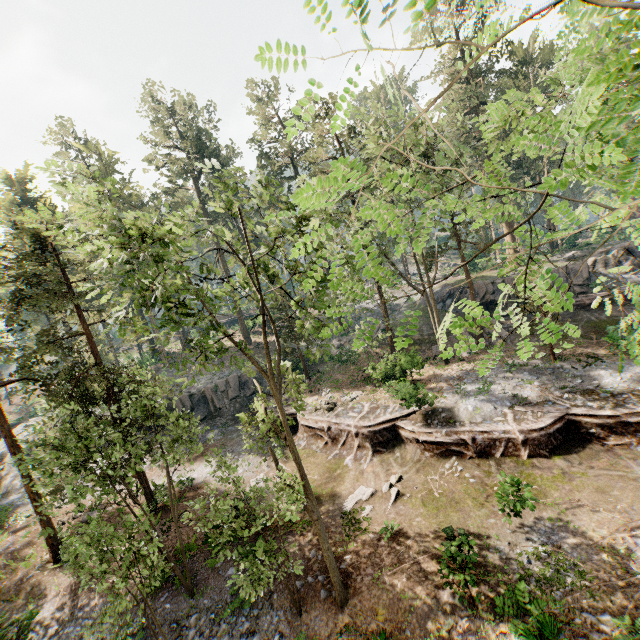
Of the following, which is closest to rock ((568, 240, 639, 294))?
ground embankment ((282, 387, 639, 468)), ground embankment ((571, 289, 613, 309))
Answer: ground embankment ((571, 289, 613, 309))

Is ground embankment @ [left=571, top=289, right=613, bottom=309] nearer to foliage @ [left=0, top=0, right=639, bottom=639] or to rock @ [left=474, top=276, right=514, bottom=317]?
rock @ [left=474, top=276, right=514, bottom=317]

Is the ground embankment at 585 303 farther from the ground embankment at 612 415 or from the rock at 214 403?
the rock at 214 403

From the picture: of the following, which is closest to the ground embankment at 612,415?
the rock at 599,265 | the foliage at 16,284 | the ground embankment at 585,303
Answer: the foliage at 16,284

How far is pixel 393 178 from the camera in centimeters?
289cm

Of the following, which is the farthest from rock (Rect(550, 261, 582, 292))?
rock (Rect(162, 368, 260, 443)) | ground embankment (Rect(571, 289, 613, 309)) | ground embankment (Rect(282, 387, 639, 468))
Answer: rock (Rect(162, 368, 260, 443))

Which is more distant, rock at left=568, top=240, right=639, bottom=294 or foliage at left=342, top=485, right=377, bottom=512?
rock at left=568, top=240, right=639, bottom=294

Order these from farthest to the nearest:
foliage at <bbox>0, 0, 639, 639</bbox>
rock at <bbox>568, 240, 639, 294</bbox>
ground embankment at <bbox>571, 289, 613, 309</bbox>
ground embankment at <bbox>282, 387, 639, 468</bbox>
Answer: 1. rock at <bbox>568, 240, 639, 294</bbox>
2. ground embankment at <bbox>571, 289, 613, 309</bbox>
3. ground embankment at <bbox>282, 387, 639, 468</bbox>
4. foliage at <bbox>0, 0, 639, 639</bbox>
